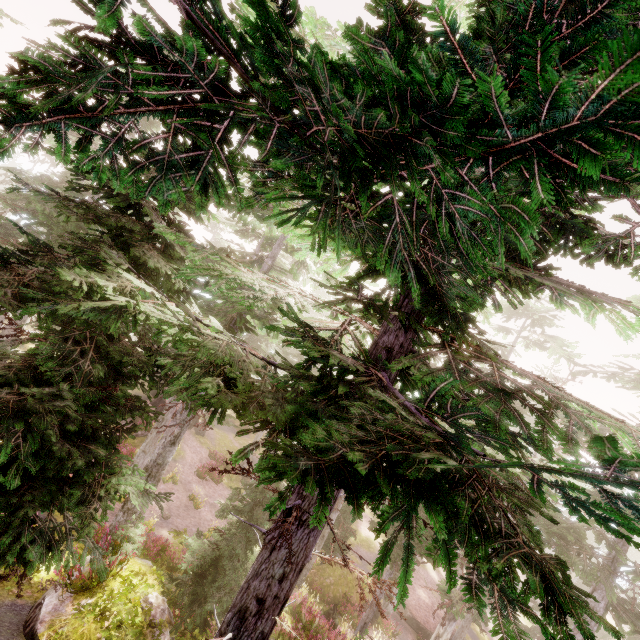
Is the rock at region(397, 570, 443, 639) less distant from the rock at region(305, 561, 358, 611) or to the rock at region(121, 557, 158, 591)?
the rock at region(305, 561, 358, 611)

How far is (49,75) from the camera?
1.54m

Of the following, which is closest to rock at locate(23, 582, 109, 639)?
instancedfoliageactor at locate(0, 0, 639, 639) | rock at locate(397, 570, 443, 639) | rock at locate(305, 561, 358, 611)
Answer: instancedfoliageactor at locate(0, 0, 639, 639)

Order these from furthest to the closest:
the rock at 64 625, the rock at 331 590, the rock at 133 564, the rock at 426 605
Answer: the rock at 426 605 < the rock at 331 590 < the rock at 133 564 < the rock at 64 625

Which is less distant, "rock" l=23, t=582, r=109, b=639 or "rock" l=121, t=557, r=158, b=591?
"rock" l=23, t=582, r=109, b=639

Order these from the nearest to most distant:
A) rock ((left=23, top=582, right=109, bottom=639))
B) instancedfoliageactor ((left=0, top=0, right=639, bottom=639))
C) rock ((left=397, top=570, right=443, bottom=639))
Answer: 1. instancedfoliageactor ((left=0, top=0, right=639, bottom=639))
2. rock ((left=23, top=582, right=109, bottom=639))
3. rock ((left=397, top=570, right=443, bottom=639))

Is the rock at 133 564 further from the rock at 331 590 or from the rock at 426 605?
the rock at 426 605
